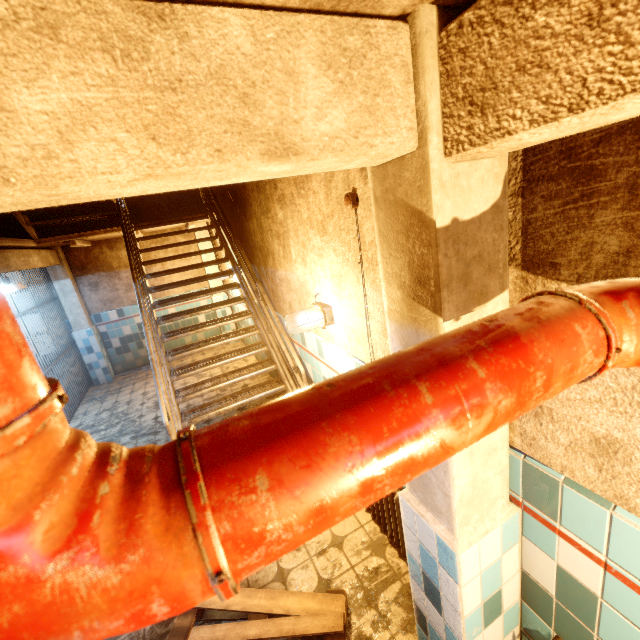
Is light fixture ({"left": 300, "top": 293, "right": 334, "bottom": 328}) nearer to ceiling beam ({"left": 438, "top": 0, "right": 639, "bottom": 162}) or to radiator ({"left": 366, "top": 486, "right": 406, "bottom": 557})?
radiator ({"left": 366, "top": 486, "right": 406, "bottom": 557})

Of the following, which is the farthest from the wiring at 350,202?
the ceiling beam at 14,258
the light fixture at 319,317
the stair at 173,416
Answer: the ceiling beam at 14,258

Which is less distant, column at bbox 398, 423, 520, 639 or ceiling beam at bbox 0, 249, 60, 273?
column at bbox 398, 423, 520, 639

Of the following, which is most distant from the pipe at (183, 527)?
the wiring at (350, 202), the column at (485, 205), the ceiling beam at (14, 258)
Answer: the ceiling beam at (14, 258)

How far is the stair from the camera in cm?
368

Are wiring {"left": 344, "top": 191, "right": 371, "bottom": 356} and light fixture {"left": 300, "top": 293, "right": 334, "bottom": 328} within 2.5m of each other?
yes

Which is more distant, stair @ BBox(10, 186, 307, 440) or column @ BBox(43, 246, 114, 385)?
column @ BBox(43, 246, 114, 385)

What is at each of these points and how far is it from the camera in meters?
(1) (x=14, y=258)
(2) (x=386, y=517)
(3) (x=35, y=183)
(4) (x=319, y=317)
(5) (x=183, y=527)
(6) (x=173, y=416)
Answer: (1) ceiling beam, 4.6
(2) radiator, 2.5
(3) ceiling beam, 0.6
(4) light fixture, 2.7
(5) pipe, 0.3
(6) stair, 3.5
